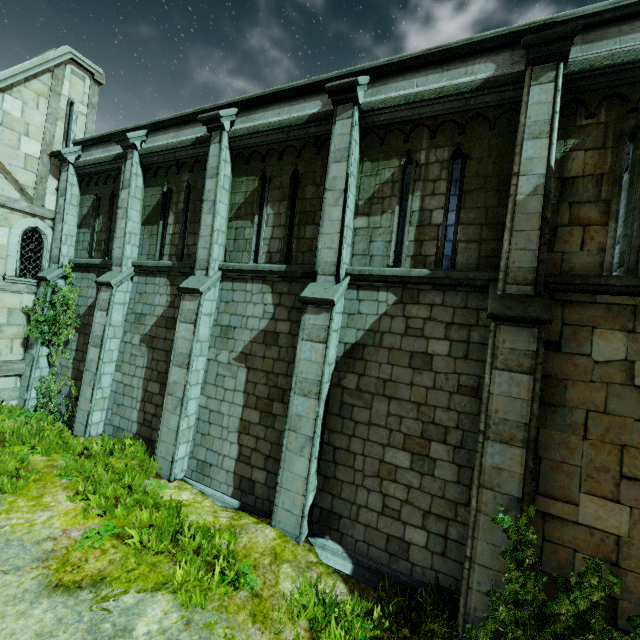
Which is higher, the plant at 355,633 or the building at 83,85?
the building at 83,85

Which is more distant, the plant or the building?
the building

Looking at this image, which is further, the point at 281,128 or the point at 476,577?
the point at 281,128

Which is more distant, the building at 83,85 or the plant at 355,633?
the building at 83,85

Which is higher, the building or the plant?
the building
